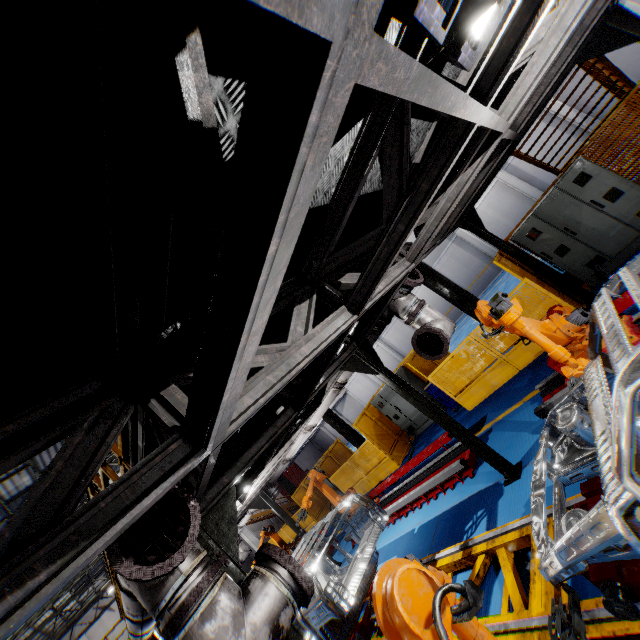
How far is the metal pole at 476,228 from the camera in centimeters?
719cm

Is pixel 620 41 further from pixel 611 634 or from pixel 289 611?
pixel 289 611

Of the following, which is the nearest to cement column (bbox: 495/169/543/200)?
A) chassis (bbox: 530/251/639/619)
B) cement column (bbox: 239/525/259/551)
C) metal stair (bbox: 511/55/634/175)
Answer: metal stair (bbox: 511/55/634/175)

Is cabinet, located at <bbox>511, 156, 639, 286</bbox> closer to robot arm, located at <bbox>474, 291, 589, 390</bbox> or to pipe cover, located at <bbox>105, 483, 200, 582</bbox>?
robot arm, located at <bbox>474, 291, 589, 390</bbox>

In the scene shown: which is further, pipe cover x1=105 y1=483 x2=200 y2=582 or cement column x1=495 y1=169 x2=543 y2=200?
cement column x1=495 y1=169 x2=543 y2=200

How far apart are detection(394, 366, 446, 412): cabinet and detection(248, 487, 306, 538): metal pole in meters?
5.0

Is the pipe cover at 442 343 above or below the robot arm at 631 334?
above

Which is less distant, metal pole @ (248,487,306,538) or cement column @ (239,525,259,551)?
metal pole @ (248,487,306,538)
